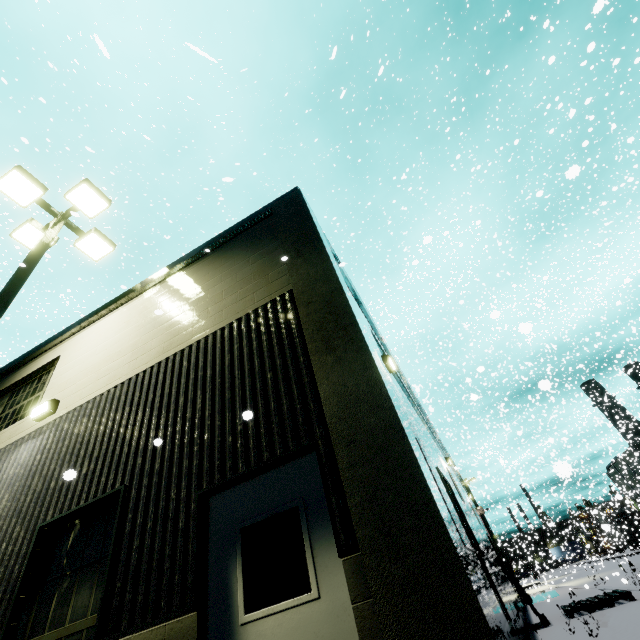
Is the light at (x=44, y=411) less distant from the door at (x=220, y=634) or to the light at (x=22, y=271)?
the light at (x=22, y=271)

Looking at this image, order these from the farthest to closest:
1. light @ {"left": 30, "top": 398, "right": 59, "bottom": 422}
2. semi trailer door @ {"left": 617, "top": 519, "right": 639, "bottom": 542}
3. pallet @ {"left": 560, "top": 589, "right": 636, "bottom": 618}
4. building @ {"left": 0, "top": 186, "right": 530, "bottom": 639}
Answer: semi trailer door @ {"left": 617, "top": 519, "right": 639, "bottom": 542}
pallet @ {"left": 560, "top": 589, "right": 636, "bottom": 618}
light @ {"left": 30, "top": 398, "right": 59, "bottom": 422}
building @ {"left": 0, "top": 186, "right": 530, "bottom": 639}

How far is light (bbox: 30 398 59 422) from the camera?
6.02m

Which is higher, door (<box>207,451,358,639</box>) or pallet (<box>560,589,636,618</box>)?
door (<box>207,451,358,639</box>)

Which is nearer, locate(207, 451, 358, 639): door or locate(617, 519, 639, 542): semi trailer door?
locate(207, 451, 358, 639): door

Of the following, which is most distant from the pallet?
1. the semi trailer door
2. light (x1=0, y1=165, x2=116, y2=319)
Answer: the semi trailer door

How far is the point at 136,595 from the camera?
3.3 meters

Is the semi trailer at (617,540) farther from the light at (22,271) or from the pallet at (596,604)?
the light at (22,271)
